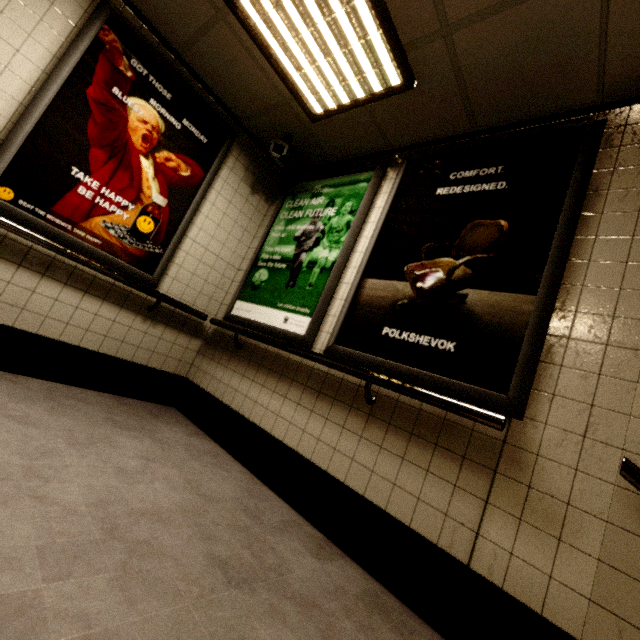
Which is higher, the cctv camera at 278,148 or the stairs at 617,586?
the cctv camera at 278,148

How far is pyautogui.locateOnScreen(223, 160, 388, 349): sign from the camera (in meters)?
2.66

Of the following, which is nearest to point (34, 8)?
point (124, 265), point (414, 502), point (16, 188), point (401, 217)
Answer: point (16, 188)

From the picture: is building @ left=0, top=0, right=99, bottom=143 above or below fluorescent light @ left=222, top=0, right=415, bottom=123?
below

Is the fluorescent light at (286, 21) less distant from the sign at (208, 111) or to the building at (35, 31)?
the building at (35, 31)

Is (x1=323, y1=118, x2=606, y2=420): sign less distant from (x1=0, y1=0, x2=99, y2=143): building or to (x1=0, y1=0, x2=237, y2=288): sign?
(x1=0, y1=0, x2=99, y2=143): building

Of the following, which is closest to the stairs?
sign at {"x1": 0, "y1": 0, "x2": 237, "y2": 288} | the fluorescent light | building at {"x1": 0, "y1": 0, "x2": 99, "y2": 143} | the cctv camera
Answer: building at {"x1": 0, "y1": 0, "x2": 99, "y2": 143}

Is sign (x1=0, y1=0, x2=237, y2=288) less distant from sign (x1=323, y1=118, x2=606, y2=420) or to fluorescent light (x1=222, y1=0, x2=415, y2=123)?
fluorescent light (x1=222, y1=0, x2=415, y2=123)
